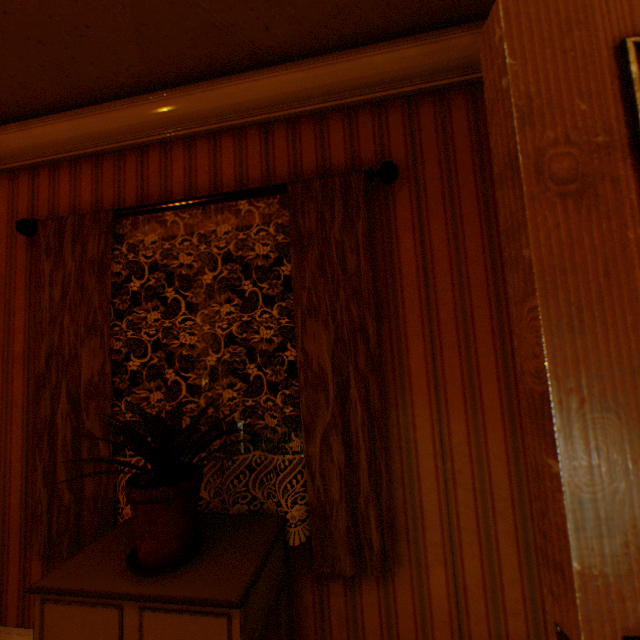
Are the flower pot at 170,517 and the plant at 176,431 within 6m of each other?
yes

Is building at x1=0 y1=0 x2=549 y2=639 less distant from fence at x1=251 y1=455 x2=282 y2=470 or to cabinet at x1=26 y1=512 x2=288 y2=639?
cabinet at x1=26 y1=512 x2=288 y2=639

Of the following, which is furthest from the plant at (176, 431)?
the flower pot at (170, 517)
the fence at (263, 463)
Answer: the fence at (263, 463)

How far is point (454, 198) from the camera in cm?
163

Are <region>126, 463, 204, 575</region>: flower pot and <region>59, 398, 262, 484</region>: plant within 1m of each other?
yes

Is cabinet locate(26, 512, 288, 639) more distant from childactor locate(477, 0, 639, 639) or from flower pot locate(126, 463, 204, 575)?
childactor locate(477, 0, 639, 639)

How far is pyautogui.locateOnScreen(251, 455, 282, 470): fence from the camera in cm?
1581

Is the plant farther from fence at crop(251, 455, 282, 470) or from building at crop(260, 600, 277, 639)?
fence at crop(251, 455, 282, 470)
